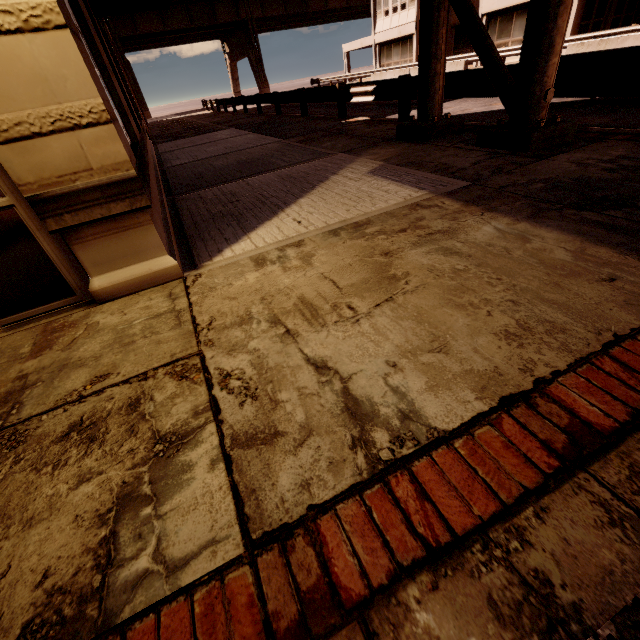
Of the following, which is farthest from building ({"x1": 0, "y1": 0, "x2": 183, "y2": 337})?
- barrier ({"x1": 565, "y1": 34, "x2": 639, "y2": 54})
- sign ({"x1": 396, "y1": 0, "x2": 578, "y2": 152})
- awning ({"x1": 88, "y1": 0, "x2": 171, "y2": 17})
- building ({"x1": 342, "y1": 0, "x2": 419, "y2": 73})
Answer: building ({"x1": 342, "y1": 0, "x2": 419, "y2": 73})

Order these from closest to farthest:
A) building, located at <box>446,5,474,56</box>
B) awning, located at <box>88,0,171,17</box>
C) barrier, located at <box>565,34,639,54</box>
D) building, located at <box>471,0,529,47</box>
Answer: awning, located at <box>88,0,171,17</box> < barrier, located at <box>565,34,639,54</box> < building, located at <box>471,0,529,47</box> < building, located at <box>446,5,474,56</box>

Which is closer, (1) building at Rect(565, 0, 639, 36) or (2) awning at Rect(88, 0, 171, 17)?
(2) awning at Rect(88, 0, 171, 17)

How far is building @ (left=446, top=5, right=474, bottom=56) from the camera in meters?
28.6

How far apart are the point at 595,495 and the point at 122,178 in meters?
3.3 m

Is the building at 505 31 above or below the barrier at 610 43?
above

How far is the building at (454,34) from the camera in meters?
28.6

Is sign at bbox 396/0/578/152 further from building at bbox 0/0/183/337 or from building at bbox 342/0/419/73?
building at bbox 0/0/183/337
